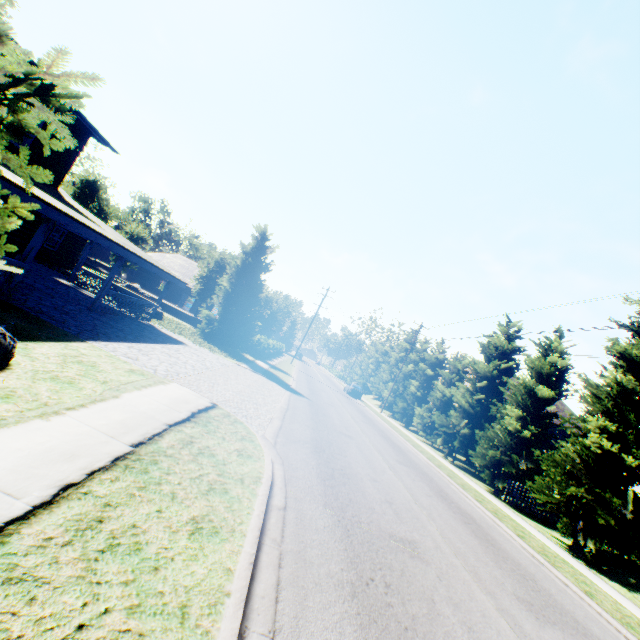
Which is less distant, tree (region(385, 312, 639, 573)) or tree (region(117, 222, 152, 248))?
tree (region(385, 312, 639, 573))

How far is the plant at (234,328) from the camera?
22.4 meters

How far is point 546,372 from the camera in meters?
19.1 m

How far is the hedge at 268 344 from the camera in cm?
3062

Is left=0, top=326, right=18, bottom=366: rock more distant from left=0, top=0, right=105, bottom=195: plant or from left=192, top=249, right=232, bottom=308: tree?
left=192, top=249, right=232, bottom=308: tree

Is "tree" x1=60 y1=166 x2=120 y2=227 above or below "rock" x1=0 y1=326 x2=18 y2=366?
above

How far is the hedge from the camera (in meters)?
30.62

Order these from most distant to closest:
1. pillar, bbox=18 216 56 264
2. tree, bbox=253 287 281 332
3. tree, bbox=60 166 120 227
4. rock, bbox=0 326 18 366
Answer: tree, bbox=253 287 281 332 < tree, bbox=60 166 120 227 < pillar, bbox=18 216 56 264 < rock, bbox=0 326 18 366
